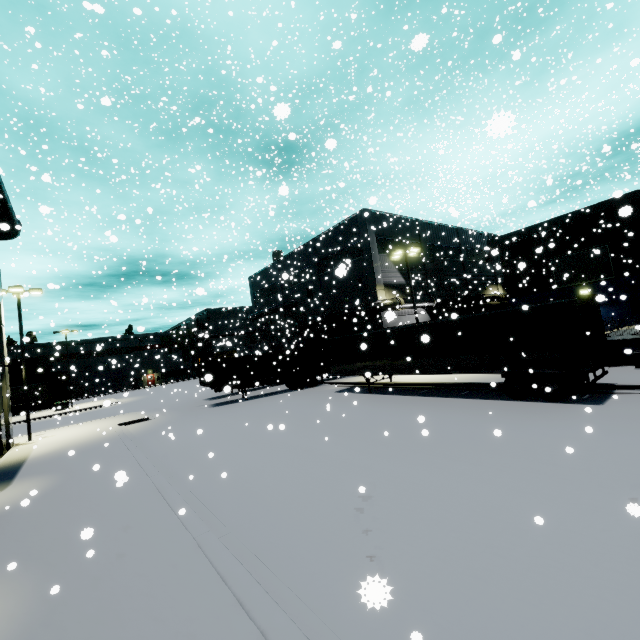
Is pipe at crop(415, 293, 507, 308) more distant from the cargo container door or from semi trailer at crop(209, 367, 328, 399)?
the cargo container door

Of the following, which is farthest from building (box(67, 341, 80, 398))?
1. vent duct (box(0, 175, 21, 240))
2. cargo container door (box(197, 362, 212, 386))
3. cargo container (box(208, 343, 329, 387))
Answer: cargo container door (box(197, 362, 212, 386))

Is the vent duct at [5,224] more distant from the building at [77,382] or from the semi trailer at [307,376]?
the semi trailer at [307,376]

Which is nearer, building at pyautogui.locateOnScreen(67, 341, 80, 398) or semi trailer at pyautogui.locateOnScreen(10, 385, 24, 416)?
semi trailer at pyautogui.locateOnScreen(10, 385, 24, 416)

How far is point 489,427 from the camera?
10.98m

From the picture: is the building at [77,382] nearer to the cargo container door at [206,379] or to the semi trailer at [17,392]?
the semi trailer at [17,392]

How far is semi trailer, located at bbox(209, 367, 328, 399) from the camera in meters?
25.8 m
